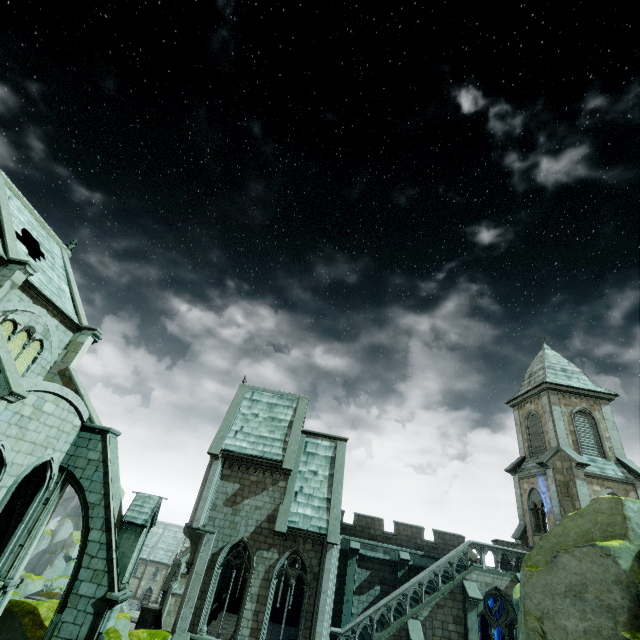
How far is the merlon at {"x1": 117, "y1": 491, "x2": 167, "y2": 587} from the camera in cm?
1366

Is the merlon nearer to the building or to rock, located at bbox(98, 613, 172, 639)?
the building

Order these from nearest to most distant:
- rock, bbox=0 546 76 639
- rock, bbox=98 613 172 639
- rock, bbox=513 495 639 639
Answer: rock, bbox=513 495 639 639
rock, bbox=98 613 172 639
rock, bbox=0 546 76 639

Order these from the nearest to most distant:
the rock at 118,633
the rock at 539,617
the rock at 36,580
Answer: the rock at 539,617 → the rock at 118,633 → the rock at 36,580

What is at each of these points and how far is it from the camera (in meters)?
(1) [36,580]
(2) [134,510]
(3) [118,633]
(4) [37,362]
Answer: (1) rock, 38.56
(2) merlon, 14.67
(3) rock, 12.58
(4) building, 16.81

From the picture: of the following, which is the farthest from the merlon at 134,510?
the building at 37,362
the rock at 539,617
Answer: the rock at 539,617
